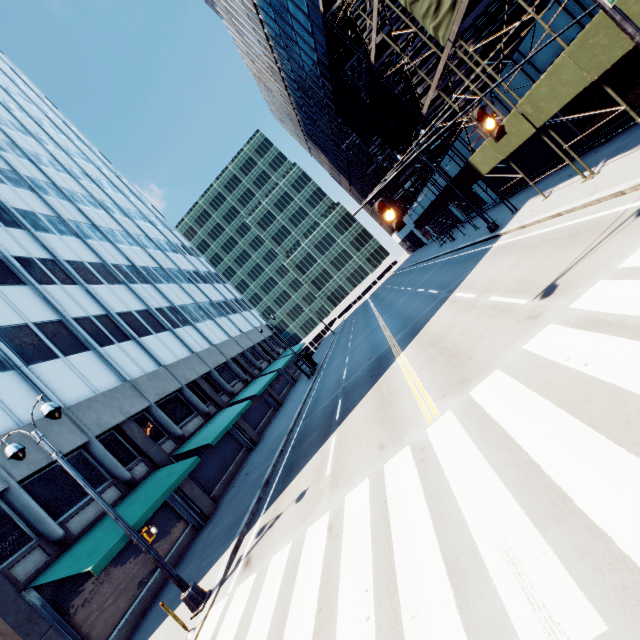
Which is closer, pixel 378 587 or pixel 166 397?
pixel 378 587

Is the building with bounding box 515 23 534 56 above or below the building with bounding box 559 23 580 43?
above

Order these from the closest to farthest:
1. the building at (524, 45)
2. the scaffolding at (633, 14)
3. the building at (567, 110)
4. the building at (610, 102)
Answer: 1. the scaffolding at (633, 14)
2. the building at (610, 102)
3. the building at (524, 45)
4. the building at (567, 110)

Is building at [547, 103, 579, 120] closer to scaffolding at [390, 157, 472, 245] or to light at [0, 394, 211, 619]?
scaffolding at [390, 157, 472, 245]

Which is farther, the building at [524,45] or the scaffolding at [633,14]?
the building at [524,45]

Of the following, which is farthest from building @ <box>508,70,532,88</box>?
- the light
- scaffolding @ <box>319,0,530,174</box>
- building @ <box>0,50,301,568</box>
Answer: building @ <box>0,50,301,568</box>

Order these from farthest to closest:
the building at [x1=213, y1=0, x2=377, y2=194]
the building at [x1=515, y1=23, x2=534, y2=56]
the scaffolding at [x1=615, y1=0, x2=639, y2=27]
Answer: the building at [x1=213, y1=0, x2=377, y2=194] → the building at [x1=515, y1=23, x2=534, y2=56] → the scaffolding at [x1=615, y1=0, x2=639, y2=27]

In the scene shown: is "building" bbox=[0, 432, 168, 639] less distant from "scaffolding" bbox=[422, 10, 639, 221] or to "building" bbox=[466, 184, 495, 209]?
"scaffolding" bbox=[422, 10, 639, 221]
